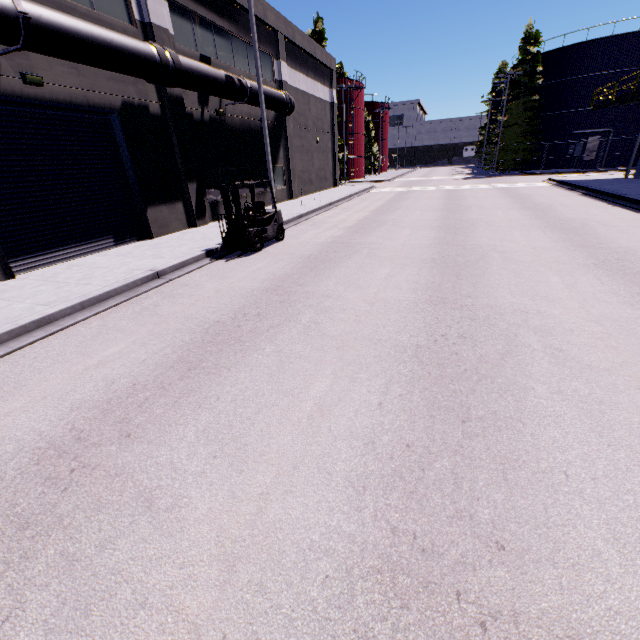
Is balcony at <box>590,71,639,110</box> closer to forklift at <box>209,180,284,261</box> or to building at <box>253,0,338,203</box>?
building at <box>253,0,338,203</box>

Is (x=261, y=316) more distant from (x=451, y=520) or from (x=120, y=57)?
(x=120, y=57)

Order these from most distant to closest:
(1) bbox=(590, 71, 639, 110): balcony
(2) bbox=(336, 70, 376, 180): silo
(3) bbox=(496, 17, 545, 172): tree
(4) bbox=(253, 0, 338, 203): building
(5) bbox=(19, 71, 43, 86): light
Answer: (2) bbox=(336, 70, 376, 180): silo, (3) bbox=(496, 17, 545, 172): tree, (4) bbox=(253, 0, 338, 203): building, (1) bbox=(590, 71, 639, 110): balcony, (5) bbox=(19, 71, 43, 86): light

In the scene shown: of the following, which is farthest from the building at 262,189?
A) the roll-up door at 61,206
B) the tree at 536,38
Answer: the tree at 536,38

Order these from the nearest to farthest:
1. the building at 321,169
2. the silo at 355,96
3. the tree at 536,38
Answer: the building at 321,169 < the tree at 536,38 < the silo at 355,96

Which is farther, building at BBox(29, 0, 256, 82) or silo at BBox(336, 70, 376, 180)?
silo at BBox(336, 70, 376, 180)

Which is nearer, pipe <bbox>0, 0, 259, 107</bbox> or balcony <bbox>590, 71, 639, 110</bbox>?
pipe <bbox>0, 0, 259, 107</bbox>

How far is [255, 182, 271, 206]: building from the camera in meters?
20.1
